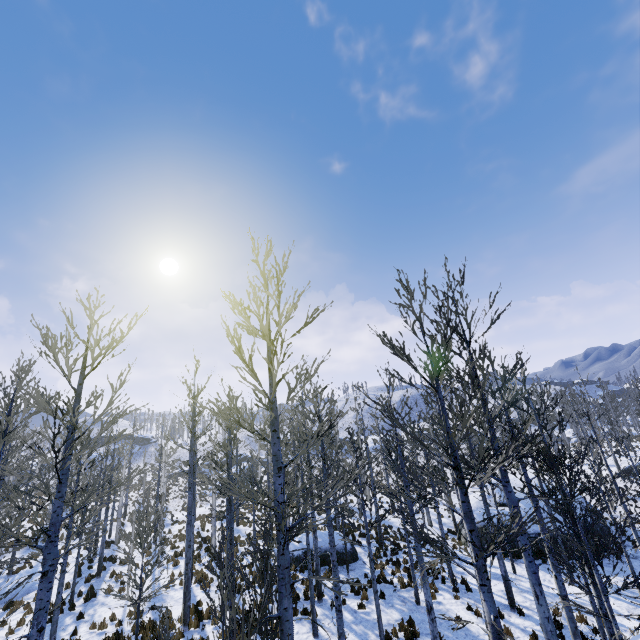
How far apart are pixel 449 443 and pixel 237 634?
6.66m
